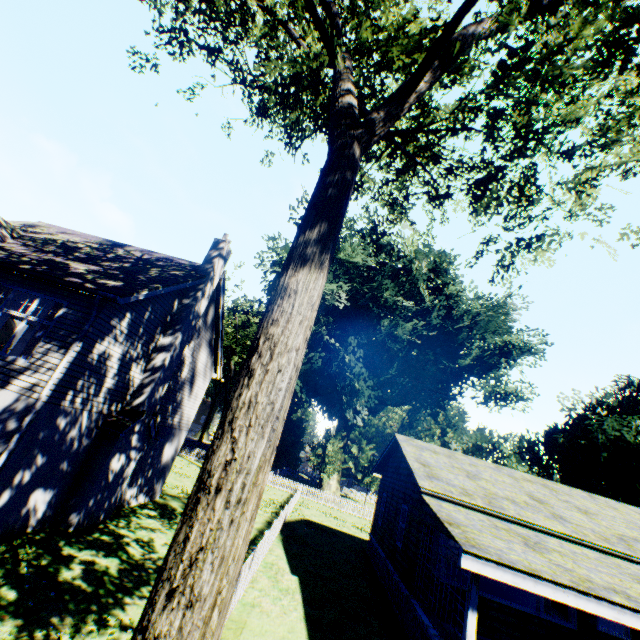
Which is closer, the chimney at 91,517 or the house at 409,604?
the house at 409,604

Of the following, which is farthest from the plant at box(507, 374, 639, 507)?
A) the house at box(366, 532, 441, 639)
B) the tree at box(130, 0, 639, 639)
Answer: the house at box(366, 532, 441, 639)

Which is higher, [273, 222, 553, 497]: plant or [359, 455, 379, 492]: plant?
[273, 222, 553, 497]: plant

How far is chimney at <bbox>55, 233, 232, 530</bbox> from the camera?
10.7 meters

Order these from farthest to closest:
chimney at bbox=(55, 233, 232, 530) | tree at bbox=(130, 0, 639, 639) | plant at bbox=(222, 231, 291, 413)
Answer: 1. plant at bbox=(222, 231, 291, 413)
2. chimney at bbox=(55, 233, 232, 530)
3. tree at bbox=(130, 0, 639, 639)

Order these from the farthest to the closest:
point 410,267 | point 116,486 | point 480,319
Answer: point 410,267, point 480,319, point 116,486

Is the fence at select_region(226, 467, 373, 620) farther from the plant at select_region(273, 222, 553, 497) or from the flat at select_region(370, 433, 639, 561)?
the flat at select_region(370, 433, 639, 561)

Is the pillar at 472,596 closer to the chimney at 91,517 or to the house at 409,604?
the house at 409,604
